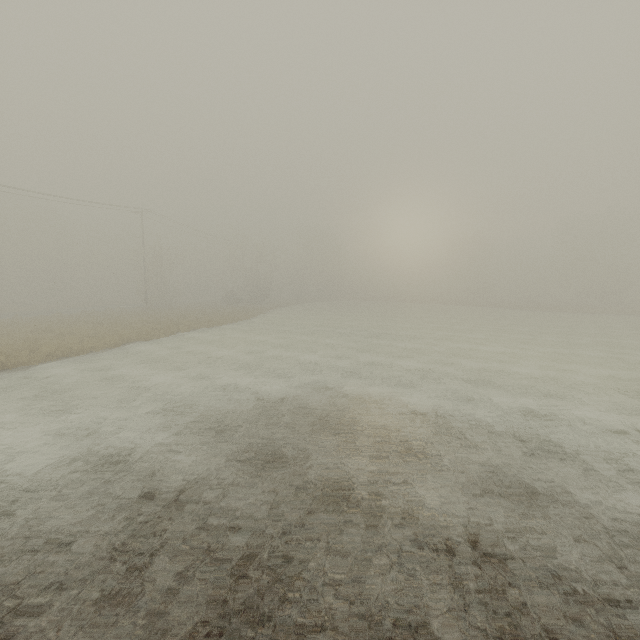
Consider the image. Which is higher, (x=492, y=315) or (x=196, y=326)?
(x=196, y=326)
